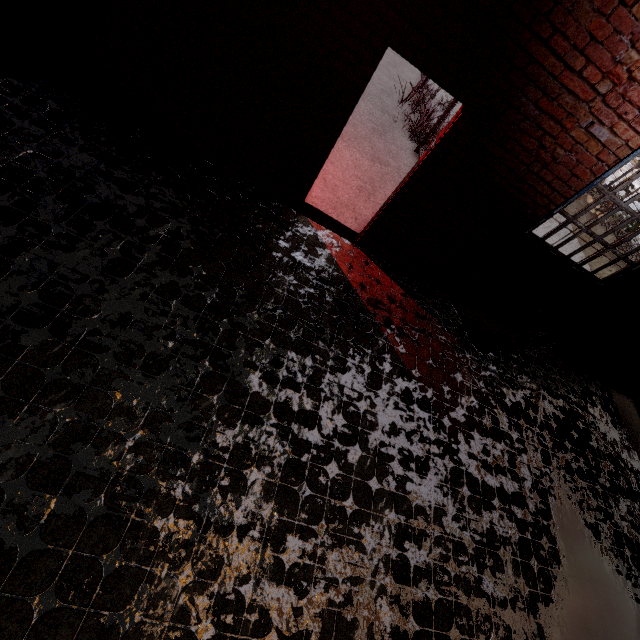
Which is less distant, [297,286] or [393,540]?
[393,540]
